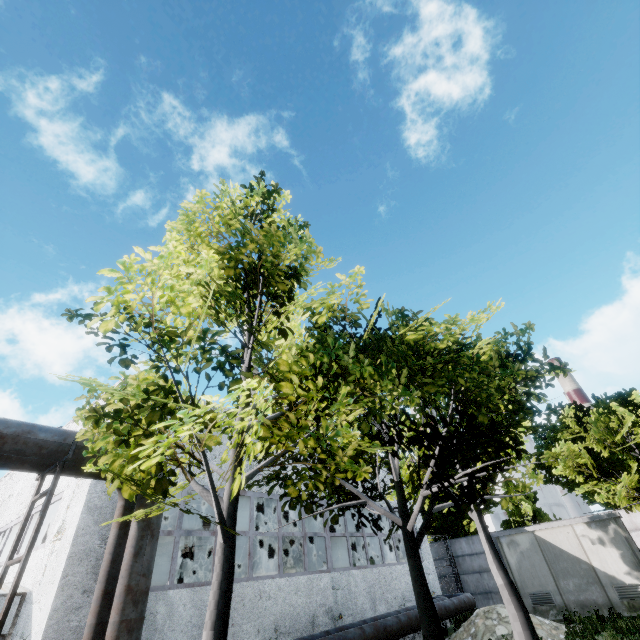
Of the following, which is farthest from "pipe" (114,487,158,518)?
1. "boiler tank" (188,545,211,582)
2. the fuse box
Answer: "boiler tank" (188,545,211,582)

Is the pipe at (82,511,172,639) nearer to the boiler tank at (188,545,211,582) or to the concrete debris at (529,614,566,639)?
the concrete debris at (529,614,566,639)

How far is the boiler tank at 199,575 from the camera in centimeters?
1795cm

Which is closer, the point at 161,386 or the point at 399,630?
the point at 161,386

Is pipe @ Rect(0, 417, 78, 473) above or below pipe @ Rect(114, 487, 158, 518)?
above

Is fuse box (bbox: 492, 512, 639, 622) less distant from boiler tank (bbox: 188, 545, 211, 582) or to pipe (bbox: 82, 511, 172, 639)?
pipe (bbox: 82, 511, 172, 639)

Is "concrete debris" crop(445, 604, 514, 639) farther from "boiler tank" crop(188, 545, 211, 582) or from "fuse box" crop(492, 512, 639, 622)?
"boiler tank" crop(188, 545, 211, 582)

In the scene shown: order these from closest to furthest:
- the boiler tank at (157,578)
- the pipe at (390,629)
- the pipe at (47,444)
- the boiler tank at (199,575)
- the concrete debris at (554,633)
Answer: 1. the pipe at (47,444)
2. the pipe at (390,629)
3. the concrete debris at (554,633)
4. the boiler tank at (157,578)
5. the boiler tank at (199,575)
